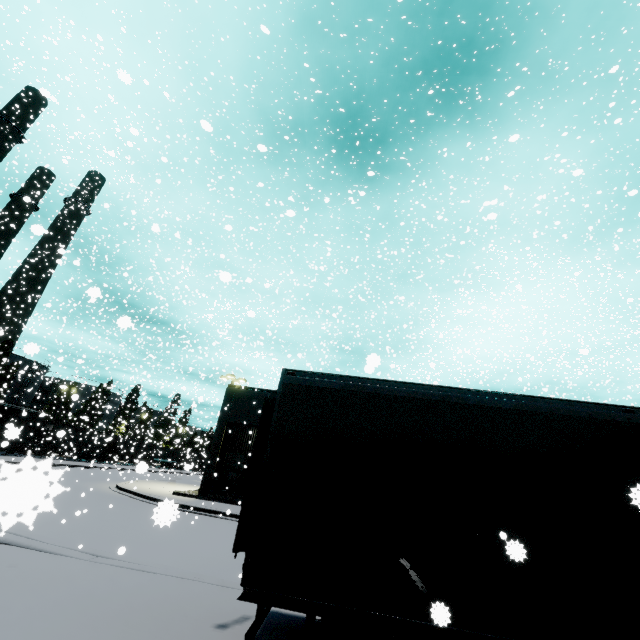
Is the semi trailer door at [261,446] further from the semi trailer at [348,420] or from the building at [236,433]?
the building at [236,433]

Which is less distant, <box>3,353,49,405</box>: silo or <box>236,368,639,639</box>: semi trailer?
<box>236,368,639,639</box>: semi trailer

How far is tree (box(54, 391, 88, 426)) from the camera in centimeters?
2648cm

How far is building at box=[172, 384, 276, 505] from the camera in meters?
21.7 m

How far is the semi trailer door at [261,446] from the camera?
5.4m

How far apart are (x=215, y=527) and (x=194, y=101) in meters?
32.5 m

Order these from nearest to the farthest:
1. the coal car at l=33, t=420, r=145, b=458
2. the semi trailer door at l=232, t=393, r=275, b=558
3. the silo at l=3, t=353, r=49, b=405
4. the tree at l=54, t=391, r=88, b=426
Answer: the semi trailer door at l=232, t=393, r=275, b=558, the tree at l=54, t=391, r=88, b=426, the coal car at l=33, t=420, r=145, b=458, the silo at l=3, t=353, r=49, b=405

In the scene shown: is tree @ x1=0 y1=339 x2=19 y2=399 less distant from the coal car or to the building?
the coal car
